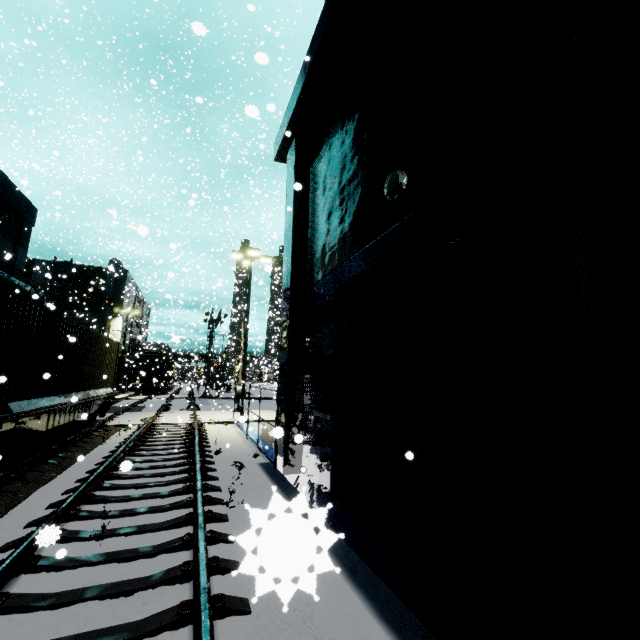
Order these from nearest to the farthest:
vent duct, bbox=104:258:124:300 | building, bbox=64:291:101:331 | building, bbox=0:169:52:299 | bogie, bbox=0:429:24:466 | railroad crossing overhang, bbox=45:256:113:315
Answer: bogie, bbox=0:429:24:466 → building, bbox=0:169:52:299 → railroad crossing overhang, bbox=45:256:113:315 → vent duct, bbox=104:258:124:300 → building, bbox=64:291:101:331

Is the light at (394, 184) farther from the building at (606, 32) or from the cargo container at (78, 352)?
the cargo container at (78, 352)

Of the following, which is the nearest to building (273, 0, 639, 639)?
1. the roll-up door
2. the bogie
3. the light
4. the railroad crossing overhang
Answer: the roll-up door

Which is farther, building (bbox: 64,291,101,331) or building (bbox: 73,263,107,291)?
building (bbox: 73,263,107,291)

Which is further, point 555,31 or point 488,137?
point 488,137

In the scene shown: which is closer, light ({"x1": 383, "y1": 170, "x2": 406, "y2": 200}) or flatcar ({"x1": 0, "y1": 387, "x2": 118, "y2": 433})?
light ({"x1": 383, "y1": 170, "x2": 406, "y2": 200})

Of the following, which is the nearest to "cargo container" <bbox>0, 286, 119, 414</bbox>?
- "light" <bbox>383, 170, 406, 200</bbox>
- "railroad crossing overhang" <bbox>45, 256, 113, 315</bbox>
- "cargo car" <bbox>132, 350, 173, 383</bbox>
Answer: "railroad crossing overhang" <bbox>45, 256, 113, 315</bbox>

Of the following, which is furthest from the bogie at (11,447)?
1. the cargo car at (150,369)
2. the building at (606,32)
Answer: the cargo car at (150,369)
